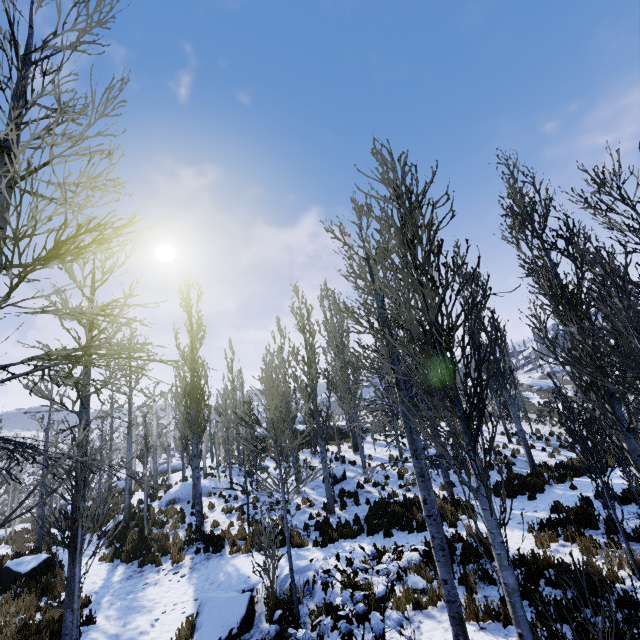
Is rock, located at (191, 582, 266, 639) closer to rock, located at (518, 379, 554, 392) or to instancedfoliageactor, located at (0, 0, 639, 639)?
instancedfoliageactor, located at (0, 0, 639, 639)

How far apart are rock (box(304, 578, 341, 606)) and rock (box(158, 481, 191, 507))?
13.6 meters

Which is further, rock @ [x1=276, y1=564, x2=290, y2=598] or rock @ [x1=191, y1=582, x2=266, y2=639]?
rock @ [x1=276, y1=564, x2=290, y2=598]

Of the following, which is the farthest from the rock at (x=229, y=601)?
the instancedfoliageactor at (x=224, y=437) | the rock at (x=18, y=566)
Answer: the rock at (x=18, y=566)

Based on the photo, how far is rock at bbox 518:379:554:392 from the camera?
53.0 meters

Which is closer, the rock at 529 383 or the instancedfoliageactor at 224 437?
the instancedfoliageactor at 224 437

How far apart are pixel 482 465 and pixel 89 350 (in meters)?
4.51

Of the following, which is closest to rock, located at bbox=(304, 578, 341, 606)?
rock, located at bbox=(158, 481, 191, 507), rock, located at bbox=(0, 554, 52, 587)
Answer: rock, located at bbox=(0, 554, 52, 587)
